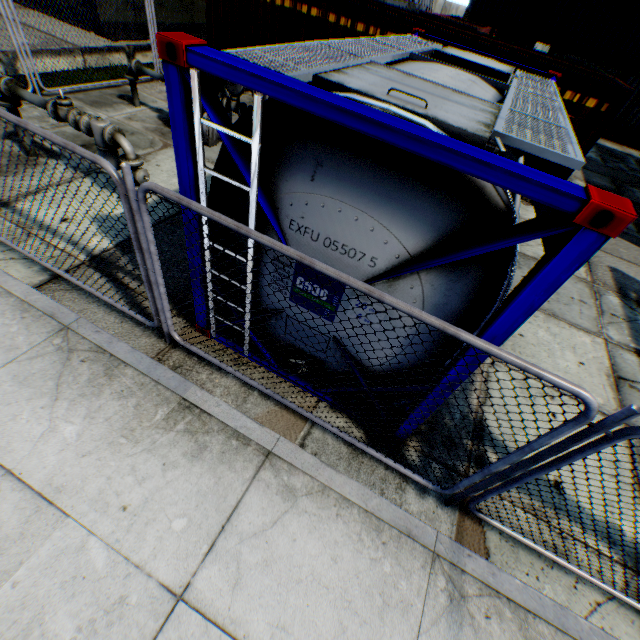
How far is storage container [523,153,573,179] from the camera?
8.8 meters

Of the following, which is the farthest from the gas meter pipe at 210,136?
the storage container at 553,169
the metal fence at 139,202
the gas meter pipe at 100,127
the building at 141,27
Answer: the building at 141,27

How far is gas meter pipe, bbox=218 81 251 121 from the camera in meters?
7.1

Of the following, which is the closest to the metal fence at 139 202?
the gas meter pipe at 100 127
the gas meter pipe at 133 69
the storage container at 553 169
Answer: the storage container at 553 169

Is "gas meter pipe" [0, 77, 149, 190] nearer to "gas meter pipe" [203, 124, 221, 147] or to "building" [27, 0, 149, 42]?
"gas meter pipe" [203, 124, 221, 147]

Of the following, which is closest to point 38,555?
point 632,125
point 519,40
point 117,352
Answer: point 117,352

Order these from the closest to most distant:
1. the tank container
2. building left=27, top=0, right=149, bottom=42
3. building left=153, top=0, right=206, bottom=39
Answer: the tank container < building left=27, top=0, right=149, bottom=42 < building left=153, top=0, right=206, bottom=39
